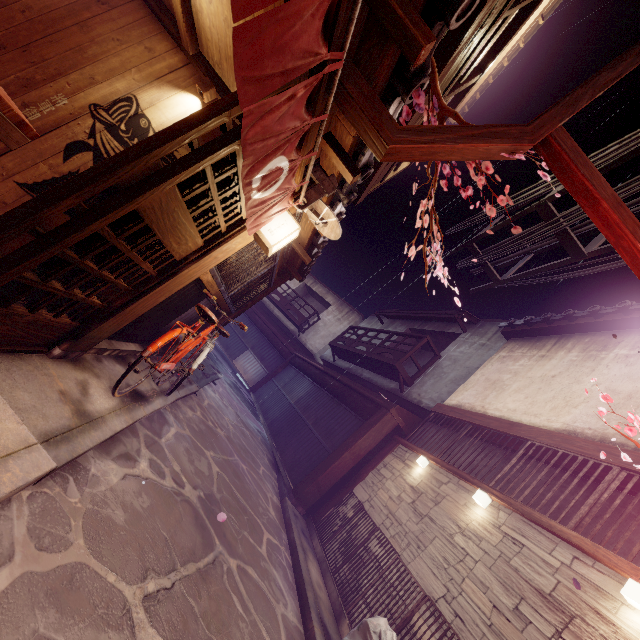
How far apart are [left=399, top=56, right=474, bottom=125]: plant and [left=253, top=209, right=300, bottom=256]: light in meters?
2.2 m

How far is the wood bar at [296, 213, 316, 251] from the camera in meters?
8.8 m

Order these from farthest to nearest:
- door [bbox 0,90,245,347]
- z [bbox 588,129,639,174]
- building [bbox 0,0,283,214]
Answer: z [bbox 588,129,639,174] < building [bbox 0,0,283,214] < door [bbox 0,90,245,347]

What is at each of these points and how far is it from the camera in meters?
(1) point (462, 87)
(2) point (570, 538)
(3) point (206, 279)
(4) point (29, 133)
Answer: (1) terrace, 8.3
(2) wood bar, 6.5
(3) wood bar, 7.3
(4) table, 3.9

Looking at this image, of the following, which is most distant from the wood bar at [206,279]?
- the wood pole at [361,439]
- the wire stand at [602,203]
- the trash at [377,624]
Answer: the wood pole at [361,439]

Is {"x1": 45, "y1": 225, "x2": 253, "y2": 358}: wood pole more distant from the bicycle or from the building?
the bicycle

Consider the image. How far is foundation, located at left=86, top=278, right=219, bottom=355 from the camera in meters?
7.4 m

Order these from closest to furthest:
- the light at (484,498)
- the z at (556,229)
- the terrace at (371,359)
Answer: the light at (484,498) < the z at (556,229) < the terrace at (371,359)
